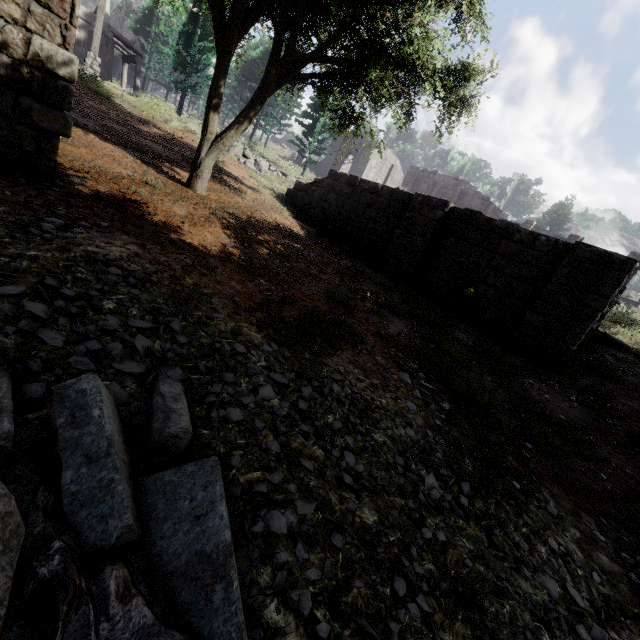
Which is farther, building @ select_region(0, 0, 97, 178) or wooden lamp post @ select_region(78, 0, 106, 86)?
wooden lamp post @ select_region(78, 0, 106, 86)

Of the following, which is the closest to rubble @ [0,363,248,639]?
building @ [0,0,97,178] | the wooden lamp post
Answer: building @ [0,0,97,178]

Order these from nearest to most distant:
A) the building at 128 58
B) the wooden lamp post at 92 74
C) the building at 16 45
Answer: Result: the building at 16 45, the wooden lamp post at 92 74, the building at 128 58

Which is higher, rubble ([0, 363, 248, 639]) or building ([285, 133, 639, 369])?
building ([285, 133, 639, 369])

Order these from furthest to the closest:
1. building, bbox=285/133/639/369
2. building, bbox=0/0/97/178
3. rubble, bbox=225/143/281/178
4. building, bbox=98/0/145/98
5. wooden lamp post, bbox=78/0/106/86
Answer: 1. building, bbox=98/0/145/98
2. rubble, bbox=225/143/281/178
3. wooden lamp post, bbox=78/0/106/86
4. building, bbox=285/133/639/369
5. building, bbox=0/0/97/178

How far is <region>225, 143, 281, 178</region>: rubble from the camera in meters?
17.8

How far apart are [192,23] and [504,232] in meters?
26.3 m

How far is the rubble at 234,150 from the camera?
17.8 meters
